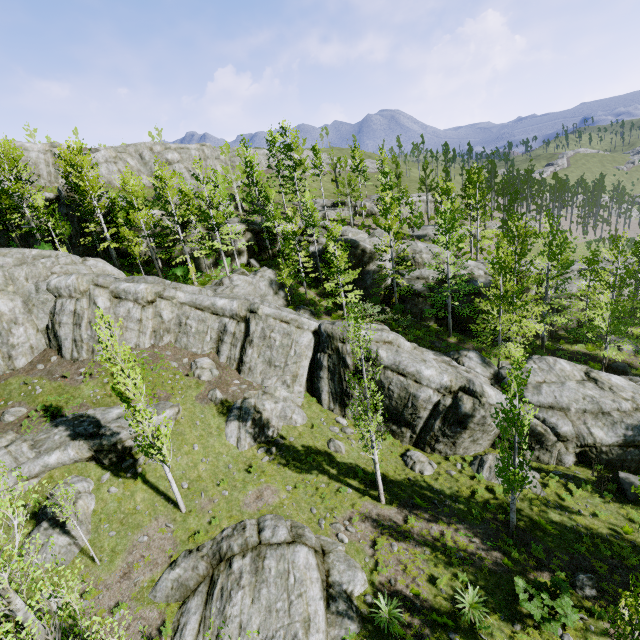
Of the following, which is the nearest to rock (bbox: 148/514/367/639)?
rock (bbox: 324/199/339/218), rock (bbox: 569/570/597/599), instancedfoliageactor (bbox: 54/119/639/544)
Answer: instancedfoliageactor (bbox: 54/119/639/544)

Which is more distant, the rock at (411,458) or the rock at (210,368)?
the rock at (210,368)

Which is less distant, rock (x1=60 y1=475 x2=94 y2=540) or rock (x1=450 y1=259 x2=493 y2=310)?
rock (x1=60 y1=475 x2=94 y2=540)

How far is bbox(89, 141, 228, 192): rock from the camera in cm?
4353

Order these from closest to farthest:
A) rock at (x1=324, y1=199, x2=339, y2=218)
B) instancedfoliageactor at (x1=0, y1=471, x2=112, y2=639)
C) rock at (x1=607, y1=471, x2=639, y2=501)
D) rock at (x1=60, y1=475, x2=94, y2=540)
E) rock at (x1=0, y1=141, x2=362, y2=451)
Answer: instancedfoliageactor at (x1=0, y1=471, x2=112, y2=639)
rock at (x1=60, y1=475, x2=94, y2=540)
rock at (x1=607, y1=471, x2=639, y2=501)
rock at (x1=0, y1=141, x2=362, y2=451)
rock at (x1=324, y1=199, x2=339, y2=218)

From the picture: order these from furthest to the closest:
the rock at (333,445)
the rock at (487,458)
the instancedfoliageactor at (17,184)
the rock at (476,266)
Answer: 1. the rock at (476,266)
2. the instancedfoliageactor at (17,184)
3. the rock at (333,445)
4. the rock at (487,458)

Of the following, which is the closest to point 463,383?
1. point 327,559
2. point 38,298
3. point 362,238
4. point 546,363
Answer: point 546,363
